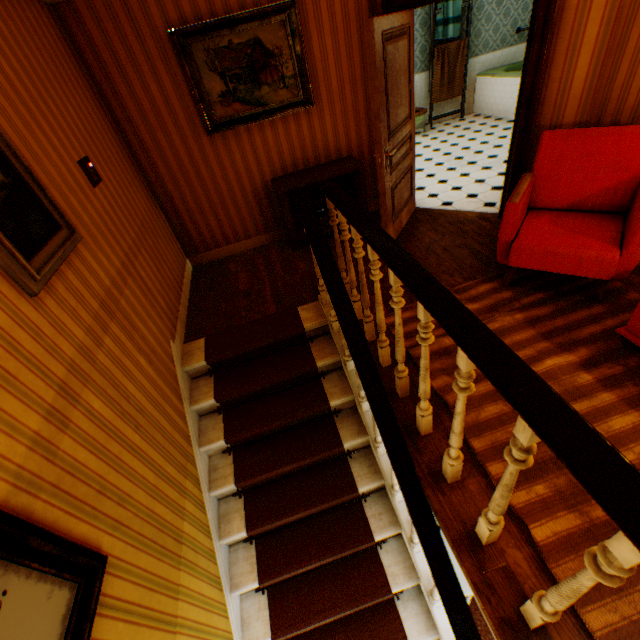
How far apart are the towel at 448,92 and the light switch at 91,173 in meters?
7.9

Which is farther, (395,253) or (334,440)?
(334,440)

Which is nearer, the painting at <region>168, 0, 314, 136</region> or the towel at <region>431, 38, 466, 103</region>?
the painting at <region>168, 0, 314, 136</region>

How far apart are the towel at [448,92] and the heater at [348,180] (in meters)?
5.36

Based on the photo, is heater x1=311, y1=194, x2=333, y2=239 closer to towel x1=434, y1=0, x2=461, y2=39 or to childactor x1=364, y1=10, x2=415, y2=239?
childactor x1=364, y1=10, x2=415, y2=239

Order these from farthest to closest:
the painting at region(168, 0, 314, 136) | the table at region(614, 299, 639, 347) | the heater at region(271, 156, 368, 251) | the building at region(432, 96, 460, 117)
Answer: the building at region(432, 96, 460, 117) → the heater at region(271, 156, 368, 251) → the painting at region(168, 0, 314, 136) → the table at region(614, 299, 639, 347)

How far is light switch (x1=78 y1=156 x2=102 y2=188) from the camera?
2.66m

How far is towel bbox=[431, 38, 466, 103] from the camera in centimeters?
729cm
